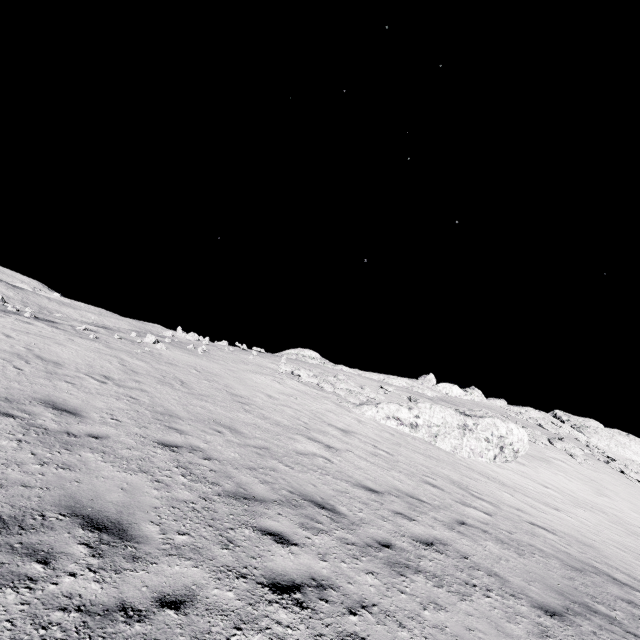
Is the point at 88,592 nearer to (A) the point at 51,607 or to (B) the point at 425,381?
(A) the point at 51,607
